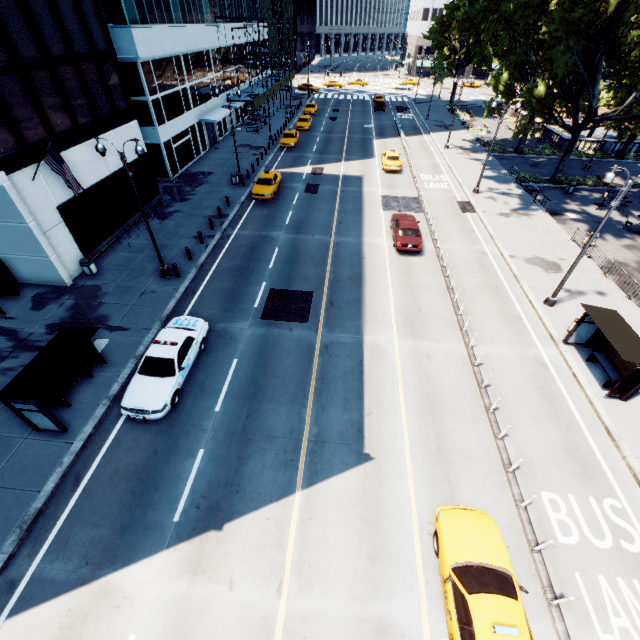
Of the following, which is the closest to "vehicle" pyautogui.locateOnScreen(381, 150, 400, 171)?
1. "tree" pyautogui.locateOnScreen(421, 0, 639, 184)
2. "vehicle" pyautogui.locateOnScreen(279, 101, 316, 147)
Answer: "tree" pyautogui.locateOnScreen(421, 0, 639, 184)

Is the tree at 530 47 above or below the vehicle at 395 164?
above

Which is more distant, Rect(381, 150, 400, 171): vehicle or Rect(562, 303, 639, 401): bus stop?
Rect(381, 150, 400, 171): vehicle

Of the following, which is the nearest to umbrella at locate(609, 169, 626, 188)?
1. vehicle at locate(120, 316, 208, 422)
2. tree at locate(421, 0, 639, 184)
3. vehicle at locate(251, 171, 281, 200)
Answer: tree at locate(421, 0, 639, 184)

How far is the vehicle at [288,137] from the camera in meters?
39.0

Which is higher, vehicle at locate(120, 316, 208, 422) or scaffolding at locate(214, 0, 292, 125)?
scaffolding at locate(214, 0, 292, 125)

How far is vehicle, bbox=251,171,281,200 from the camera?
27.53m

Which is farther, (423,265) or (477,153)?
(477,153)
